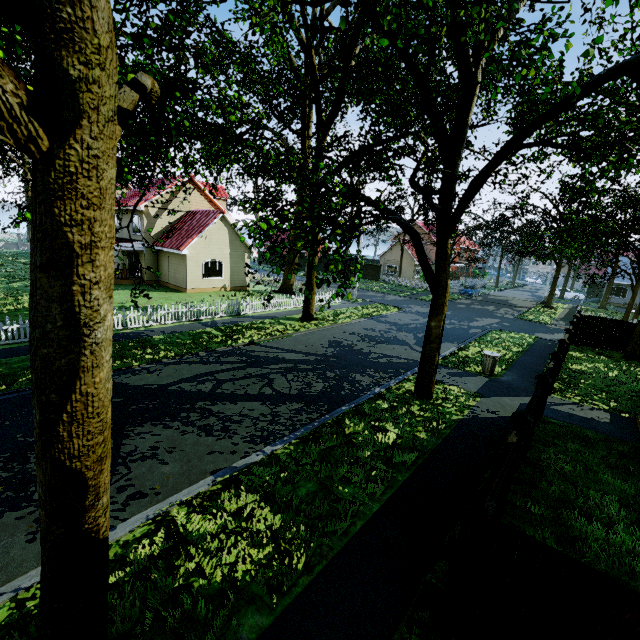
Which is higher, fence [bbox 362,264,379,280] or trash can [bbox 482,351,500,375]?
fence [bbox 362,264,379,280]

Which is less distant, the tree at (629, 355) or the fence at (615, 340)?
the tree at (629, 355)

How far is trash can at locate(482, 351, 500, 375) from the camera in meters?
13.7 m

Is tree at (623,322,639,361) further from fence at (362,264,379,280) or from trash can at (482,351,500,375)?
trash can at (482,351,500,375)

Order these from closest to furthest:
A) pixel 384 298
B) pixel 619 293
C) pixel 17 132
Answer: pixel 17 132 → pixel 384 298 → pixel 619 293

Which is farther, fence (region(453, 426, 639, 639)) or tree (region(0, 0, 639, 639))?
fence (region(453, 426, 639, 639))

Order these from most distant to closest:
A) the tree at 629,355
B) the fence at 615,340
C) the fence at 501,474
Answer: the fence at 615,340
the tree at 629,355
the fence at 501,474
